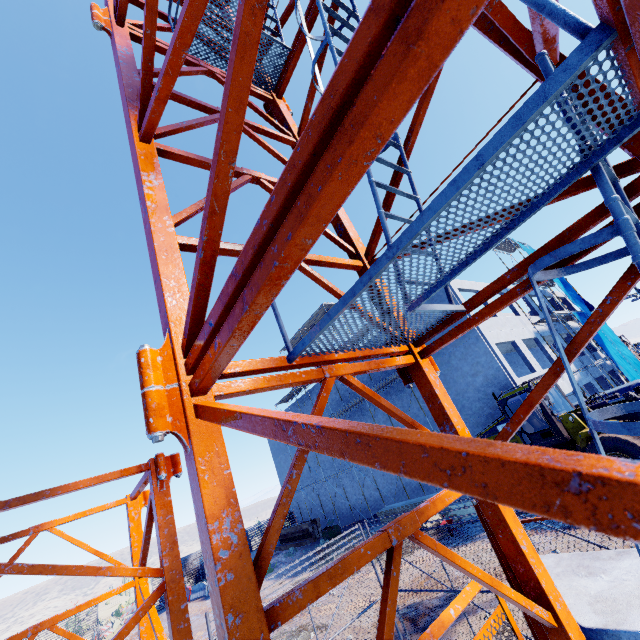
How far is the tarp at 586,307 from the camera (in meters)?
25.20

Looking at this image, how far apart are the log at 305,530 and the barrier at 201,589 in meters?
7.2 m

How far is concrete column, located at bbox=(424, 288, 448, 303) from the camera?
20.0m

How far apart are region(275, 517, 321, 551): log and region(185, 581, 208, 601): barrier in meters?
7.2

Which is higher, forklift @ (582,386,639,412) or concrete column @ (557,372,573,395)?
concrete column @ (557,372,573,395)

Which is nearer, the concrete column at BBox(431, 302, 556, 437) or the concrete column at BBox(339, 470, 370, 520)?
the concrete column at BBox(431, 302, 556, 437)

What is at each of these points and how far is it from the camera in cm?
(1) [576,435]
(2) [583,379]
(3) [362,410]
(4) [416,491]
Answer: (1) forklift, 1161
(2) concrete column, 2291
(3) concrete column, 2567
(4) concrete column, 2186

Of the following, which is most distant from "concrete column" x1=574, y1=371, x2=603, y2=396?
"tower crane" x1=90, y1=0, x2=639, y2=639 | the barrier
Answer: "tower crane" x1=90, y1=0, x2=639, y2=639
